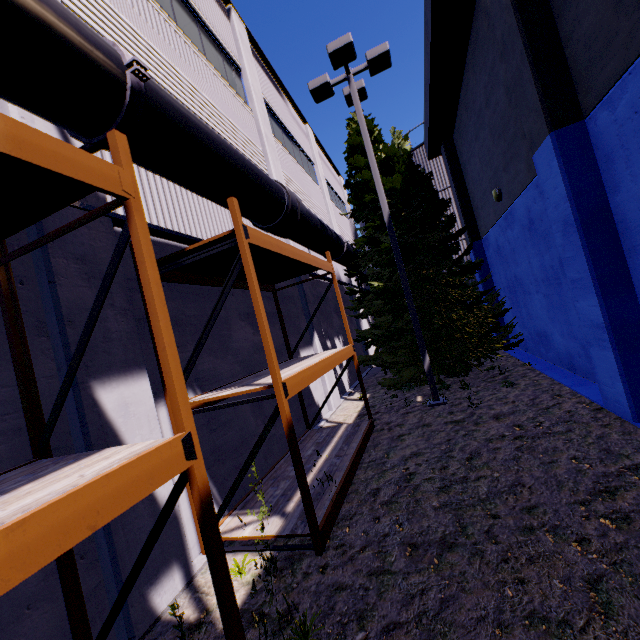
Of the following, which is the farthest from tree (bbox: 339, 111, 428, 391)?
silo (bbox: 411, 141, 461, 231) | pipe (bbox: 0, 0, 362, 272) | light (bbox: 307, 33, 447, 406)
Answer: silo (bbox: 411, 141, 461, 231)

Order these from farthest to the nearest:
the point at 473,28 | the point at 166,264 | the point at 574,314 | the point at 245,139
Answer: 1. the point at 245,139
2. the point at 473,28
3. the point at 574,314
4. the point at 166,264

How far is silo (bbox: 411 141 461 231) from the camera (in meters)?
18.28

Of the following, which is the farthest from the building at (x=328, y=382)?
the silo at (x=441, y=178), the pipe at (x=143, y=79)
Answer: the silo at (x=441, y=178)

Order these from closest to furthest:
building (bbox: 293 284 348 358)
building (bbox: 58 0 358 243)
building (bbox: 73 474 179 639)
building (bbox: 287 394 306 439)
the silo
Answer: building (bbox: 73 474 179 639)
building (bbox: 58 0 358 243)
building (bbox: 287 394 306 439)
building (bbox: 293 284 348 358)
the silo

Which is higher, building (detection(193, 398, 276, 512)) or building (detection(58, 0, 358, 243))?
building (detection(58, 0, 358, 243))

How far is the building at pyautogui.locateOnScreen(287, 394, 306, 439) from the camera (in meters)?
8.45

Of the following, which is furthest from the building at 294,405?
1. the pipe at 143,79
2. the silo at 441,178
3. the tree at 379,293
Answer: the silo at 441,178
